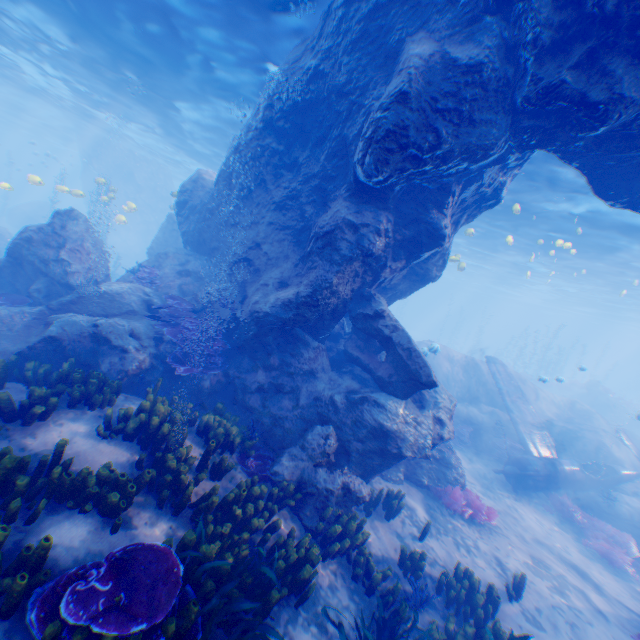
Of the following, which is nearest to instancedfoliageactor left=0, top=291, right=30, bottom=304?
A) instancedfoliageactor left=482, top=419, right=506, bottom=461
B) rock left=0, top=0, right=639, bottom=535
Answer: rock left=0, top=0, right=639, bottom=535

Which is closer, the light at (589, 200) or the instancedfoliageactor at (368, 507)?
the instancedfoliageactor at (368, 507)

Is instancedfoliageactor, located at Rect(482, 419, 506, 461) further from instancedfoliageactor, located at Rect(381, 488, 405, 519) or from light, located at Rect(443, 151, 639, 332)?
instancedfoliageactor, located at Rect(381, 488, 405, 519)

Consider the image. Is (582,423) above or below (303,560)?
above

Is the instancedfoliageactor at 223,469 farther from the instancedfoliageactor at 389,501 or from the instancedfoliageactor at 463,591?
the instancedfoliageactor at 389,501

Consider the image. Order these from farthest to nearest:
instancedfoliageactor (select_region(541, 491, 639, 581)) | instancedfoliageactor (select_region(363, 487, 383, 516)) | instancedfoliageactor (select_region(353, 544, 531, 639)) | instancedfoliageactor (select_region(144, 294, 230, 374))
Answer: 1. instancedfoliageactor (select_region(541, 491, 639, 581))
2. instancedfoliageactor (select_region(144, 294, 230, 374))
3. instancedfoliageactor (select_region(363, 487, 383, 516))
4. instancedfoliageactor (select_region(353, 544, 531, 639))

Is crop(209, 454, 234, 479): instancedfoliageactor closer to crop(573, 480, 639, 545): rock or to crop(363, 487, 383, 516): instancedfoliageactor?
crop(573, 480, 639, 545): rock

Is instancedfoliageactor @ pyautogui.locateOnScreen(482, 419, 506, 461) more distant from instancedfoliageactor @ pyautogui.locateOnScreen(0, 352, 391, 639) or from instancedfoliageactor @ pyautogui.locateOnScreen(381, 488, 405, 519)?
instancedfoliageactor @ pyautogui.locateOnScreen(0, 352, 391, 639)
